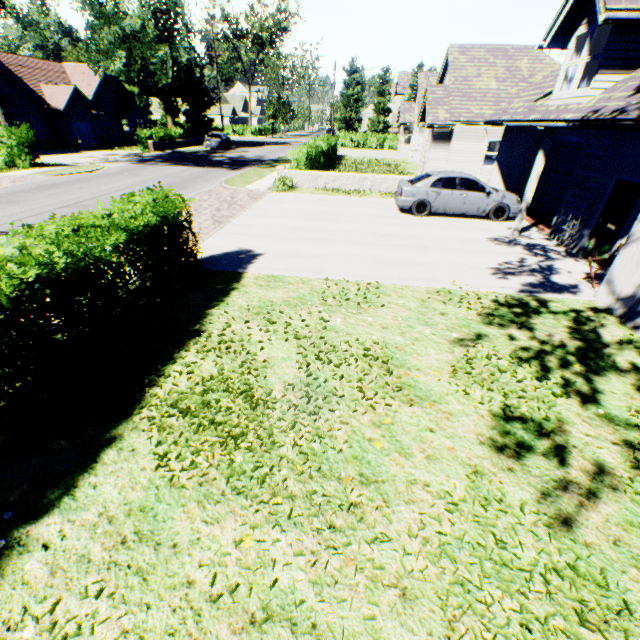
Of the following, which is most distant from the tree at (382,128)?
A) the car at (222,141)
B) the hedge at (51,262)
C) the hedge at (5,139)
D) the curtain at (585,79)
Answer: the curtain at (585,79)

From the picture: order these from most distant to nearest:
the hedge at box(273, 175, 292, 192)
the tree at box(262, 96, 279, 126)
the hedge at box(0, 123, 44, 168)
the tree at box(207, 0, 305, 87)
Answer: the tree at box(262, 96, 279, 126), the tree at box(207, 0, 305, 87), the hedge at box(0, 123, 44, 168), the hedge at box(273, 175, 292, 192)

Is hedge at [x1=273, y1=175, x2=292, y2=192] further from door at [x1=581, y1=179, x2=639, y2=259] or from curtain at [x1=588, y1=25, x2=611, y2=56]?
door at [x1=581, y1=179, x2=639, y2=259]

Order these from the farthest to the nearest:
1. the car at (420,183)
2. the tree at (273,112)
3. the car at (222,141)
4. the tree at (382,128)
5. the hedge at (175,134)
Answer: the tree at (273,112), the tree at (382,128), the car at (222,141), the hedge at (175,134), the car at (420,183)

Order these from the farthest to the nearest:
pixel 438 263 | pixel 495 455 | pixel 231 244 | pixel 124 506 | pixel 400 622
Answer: pixel 231 244
pixel 438 263
pixel 495 455
pixel 124 506
pixel 400 622

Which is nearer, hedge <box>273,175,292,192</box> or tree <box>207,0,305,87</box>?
hedge <box>273,175,292,192</box>

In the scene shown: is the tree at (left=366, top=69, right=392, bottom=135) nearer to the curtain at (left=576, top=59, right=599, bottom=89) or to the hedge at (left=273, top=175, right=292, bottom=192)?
the curtain at (left=576, top=59, right=599, bottom=89)

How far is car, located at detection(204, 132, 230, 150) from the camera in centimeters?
3484cm
